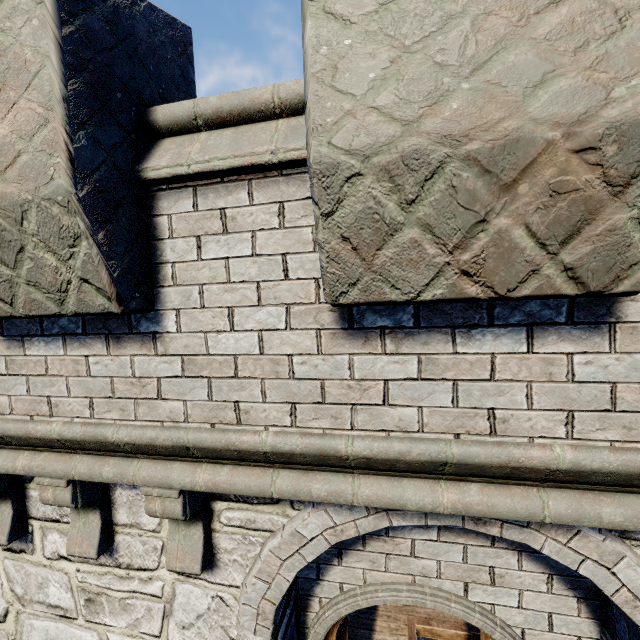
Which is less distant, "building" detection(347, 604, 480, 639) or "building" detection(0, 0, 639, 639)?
"building" detection(0, 0, 639, 639)

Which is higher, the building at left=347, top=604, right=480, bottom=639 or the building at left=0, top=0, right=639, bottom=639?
the building at left=0, top=0, right=639, bottom=639

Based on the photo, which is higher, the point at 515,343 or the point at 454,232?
the point at 454,232

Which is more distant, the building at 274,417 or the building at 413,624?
the building at 413,624

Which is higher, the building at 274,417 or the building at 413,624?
the building at 274,417
